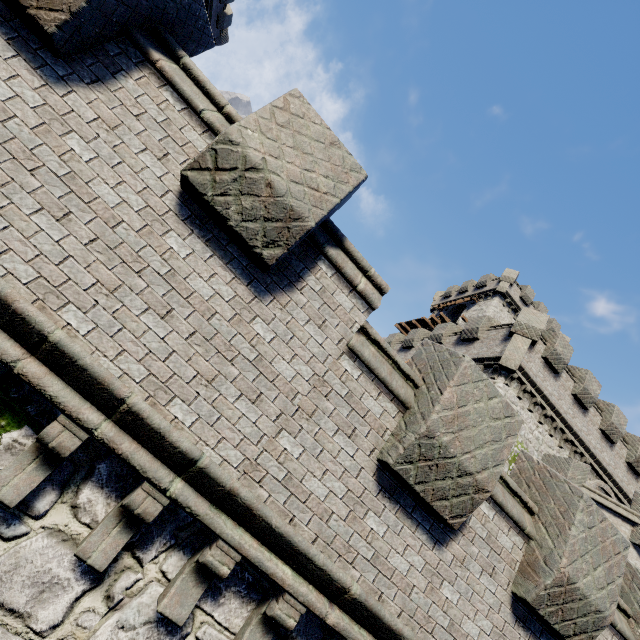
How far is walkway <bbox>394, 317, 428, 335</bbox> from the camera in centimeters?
3849cm

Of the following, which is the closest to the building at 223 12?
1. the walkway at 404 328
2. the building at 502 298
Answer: the walkway at 404 328

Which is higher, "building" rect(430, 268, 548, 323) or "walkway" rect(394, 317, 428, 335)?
"building" rect(430, 268, 548, 323)

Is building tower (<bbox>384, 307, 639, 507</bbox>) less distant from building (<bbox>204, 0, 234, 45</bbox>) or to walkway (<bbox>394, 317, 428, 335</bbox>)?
walkway (<bbox>394, 317, 428, 335</bbox>)

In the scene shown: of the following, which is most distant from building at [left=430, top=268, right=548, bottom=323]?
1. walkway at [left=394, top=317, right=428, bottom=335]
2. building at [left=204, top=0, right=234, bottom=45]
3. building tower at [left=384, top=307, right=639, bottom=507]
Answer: building at [left=204, top=0, right=234, bottom=45]

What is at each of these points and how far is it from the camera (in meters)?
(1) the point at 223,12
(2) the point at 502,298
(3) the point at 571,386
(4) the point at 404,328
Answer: (1) building, 33.66
(2) building, 33.91
(3) building tower, 18.23
(4) walkway, 41.81

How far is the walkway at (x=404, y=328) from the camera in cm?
3849

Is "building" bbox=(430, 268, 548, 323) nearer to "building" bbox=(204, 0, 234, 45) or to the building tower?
the building tower
